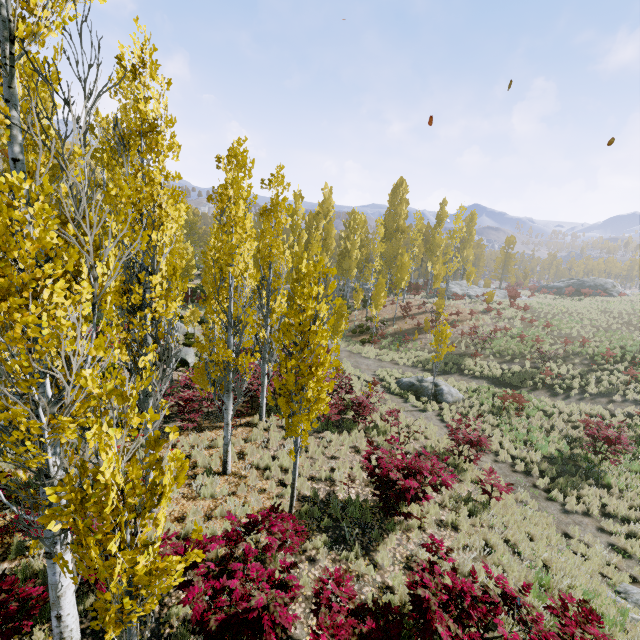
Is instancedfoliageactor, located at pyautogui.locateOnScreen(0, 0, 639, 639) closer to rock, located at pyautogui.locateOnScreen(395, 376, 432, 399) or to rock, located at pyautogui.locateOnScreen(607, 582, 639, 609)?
rock, located at pyautogui.locateOnScreen(607, 582, 639, 609)

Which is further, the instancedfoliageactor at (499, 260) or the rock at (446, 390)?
the instancedfoliageactor at (499, 260)

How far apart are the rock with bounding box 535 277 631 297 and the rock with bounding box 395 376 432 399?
37.9 meters

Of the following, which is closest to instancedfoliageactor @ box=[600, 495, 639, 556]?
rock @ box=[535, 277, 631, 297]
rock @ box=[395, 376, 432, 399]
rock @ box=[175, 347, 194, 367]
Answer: rock @ box=[175, 347, 194, 367]

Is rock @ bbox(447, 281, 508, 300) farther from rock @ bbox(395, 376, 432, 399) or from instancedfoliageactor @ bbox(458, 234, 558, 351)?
rock @ bbox(395, 376, 432, 399)

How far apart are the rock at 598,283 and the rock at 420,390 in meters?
37.9

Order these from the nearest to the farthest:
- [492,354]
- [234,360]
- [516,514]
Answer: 1. [234,360]
2. [516,514]
3. [492,354]

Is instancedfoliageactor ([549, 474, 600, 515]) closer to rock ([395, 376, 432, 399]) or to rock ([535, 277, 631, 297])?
rock ([535, 277, 631, 297])
